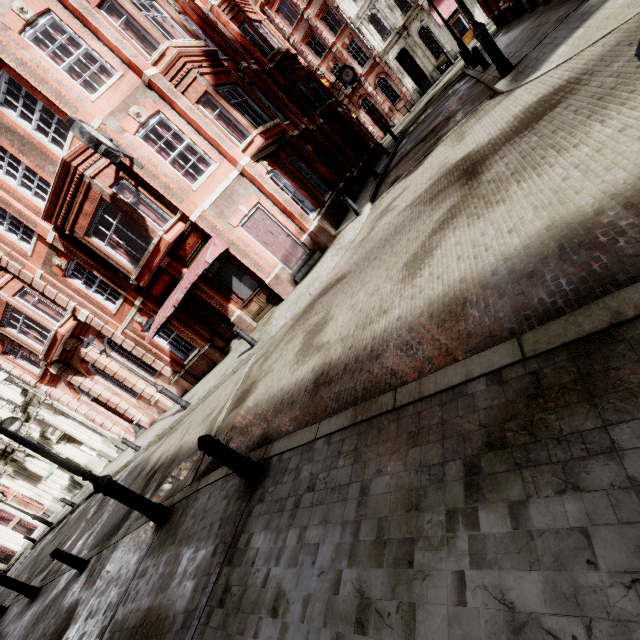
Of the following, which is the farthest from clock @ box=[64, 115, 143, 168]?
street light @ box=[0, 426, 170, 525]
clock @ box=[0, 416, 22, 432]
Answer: clock @ box=[0, 416, 22, 432]

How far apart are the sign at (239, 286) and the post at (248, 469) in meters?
9.3 m

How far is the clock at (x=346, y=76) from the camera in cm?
2338

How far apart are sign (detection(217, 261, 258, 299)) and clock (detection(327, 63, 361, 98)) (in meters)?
19.64

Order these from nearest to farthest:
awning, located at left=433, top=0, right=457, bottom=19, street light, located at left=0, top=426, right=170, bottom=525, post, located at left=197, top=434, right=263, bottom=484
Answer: post, located at left=197, top=434, right=263, bottom=484 < street light, located at left=0, top=426, right=170, bottom=525 < awning, located at left=433, top=0, right=457, bottom=19

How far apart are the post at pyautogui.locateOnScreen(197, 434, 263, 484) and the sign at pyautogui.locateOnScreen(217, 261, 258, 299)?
9.3m

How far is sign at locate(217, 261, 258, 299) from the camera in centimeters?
1290cm

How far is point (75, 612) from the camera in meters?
6.8
